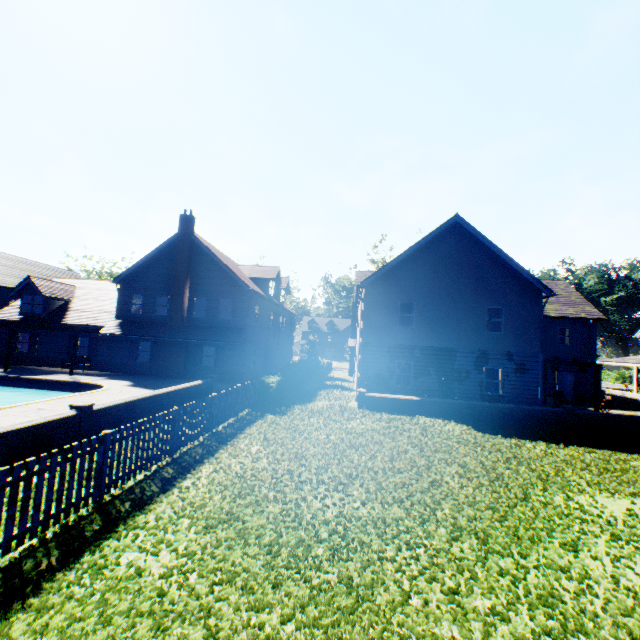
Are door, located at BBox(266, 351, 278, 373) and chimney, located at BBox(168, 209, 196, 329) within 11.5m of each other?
yes

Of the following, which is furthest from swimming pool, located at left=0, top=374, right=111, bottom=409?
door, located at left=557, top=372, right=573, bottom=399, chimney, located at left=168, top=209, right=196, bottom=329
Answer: door, located at left=557, top=372, right=573, bottom=399

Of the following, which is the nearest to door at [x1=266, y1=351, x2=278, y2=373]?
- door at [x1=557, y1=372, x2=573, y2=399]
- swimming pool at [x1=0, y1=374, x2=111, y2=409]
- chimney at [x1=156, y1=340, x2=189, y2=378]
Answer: chimney at [x1=156, y1=340, x2=189, y2=378]

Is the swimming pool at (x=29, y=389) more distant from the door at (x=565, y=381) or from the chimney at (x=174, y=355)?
the door at (x=565, y=381)

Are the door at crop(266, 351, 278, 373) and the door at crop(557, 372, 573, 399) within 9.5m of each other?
no

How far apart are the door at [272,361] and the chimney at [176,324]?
8.6 meters

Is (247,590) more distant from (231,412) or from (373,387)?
(373,387)

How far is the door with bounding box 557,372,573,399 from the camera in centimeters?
2667cm
